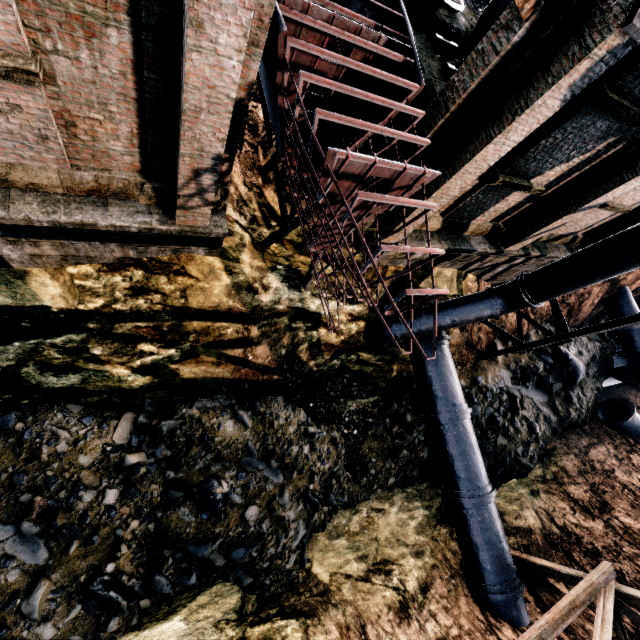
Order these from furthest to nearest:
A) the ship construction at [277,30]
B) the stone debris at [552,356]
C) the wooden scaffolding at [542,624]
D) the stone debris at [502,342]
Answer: the stone debris at [502,342] < the stone debris at [552,356] < the wooden scaffolding at [542,624] < the ship construction at [277,30]

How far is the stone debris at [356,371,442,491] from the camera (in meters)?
13.06

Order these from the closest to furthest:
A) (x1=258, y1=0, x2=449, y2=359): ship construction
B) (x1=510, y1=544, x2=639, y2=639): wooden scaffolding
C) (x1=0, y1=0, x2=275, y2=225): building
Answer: (x1=0, y1=0, x2=275, y2=225): building < (x1=258, y1=0, x2=449, y2=359): ship construction < (x1=510, y1=544, x2=639, y2=639): wooden scaffolding

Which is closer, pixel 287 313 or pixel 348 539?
pixel 287 313

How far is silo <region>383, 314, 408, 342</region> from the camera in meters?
12.3 m

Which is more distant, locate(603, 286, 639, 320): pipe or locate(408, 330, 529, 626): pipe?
locate(603, 286, 639, 320): pipe

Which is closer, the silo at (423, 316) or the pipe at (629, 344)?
the silo at (423, 316)
